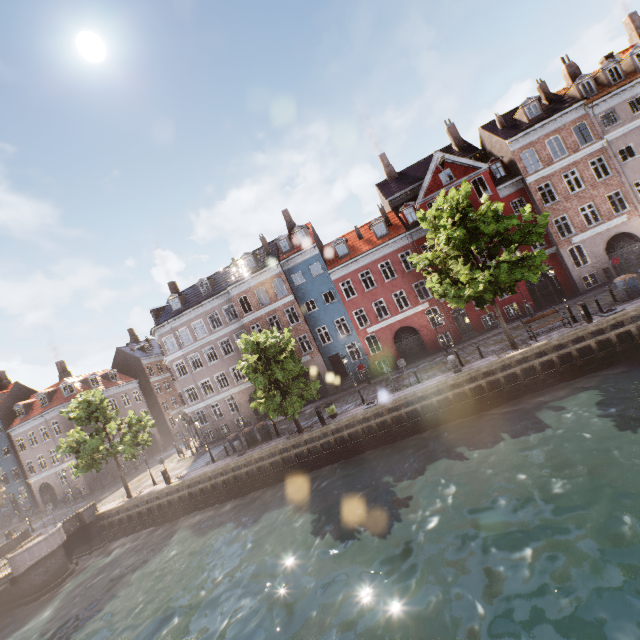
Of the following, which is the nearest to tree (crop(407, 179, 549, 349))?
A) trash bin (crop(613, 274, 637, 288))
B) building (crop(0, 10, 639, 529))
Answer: building (crop(0, 10, 639, 529))

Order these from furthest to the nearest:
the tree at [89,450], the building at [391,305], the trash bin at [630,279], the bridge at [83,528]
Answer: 1. the building at [391,305]
2. the tree at [89,450]
3. the bridge at [83,528]
4. the trash bin at [630,279]

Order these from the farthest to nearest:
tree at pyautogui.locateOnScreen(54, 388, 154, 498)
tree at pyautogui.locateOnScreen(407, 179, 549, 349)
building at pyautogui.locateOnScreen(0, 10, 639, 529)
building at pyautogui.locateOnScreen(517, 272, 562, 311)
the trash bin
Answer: building at pyautogui.locateOnScreen(517, 272, 562, 311) < building at pyautogui.locateOnScreen(0, 10, 639, 529) < tree at pyautogui.locateOnScreen(54, 388, 154, 498) < the trash bin < tree at pyautogui.locateOnScreen(407, 179, 549, 349)

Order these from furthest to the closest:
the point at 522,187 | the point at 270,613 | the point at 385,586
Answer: the point at 522,187, the point at 270,613, the point at 385,586

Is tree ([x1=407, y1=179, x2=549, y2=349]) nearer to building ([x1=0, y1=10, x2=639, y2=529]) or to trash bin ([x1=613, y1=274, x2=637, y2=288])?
building ([x1=0, y1=10, x2=639, y2=529])

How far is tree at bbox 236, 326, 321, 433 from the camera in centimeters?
2125cm

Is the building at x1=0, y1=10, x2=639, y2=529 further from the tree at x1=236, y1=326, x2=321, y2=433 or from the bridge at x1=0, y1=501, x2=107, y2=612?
the bridge at x1=0, y1=501, x2=107, y2=612

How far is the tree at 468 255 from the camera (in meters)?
16.67
